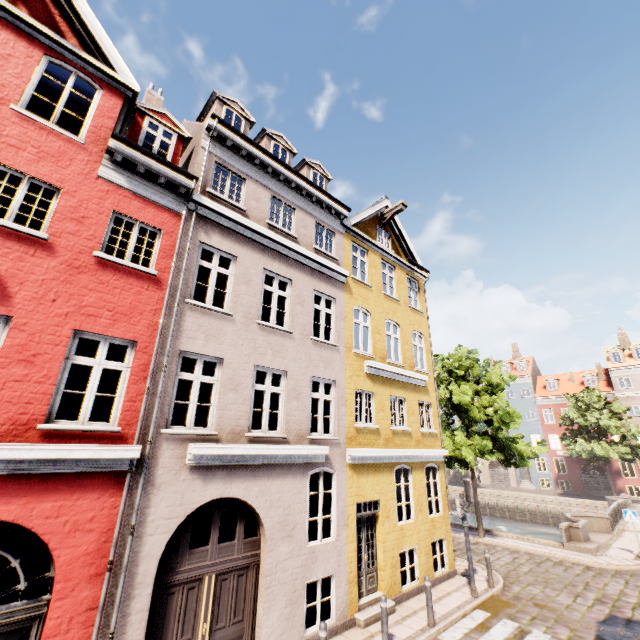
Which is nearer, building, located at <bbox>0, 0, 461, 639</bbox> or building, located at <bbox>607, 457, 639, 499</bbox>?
building, located at <bbox>0, 0, 461, 639</bbox>

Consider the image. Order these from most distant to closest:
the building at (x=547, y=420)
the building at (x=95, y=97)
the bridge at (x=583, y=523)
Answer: the building at (x=547, y=420) < the bridge at (x=583, y=523) < the building at (x=95, y=97)

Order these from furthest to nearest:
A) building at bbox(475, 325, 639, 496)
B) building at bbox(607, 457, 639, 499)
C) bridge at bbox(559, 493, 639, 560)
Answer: building at bbox(475, 325, 639, 496), building at bbox(607, 457, 639, 499), bridge at bbox(559, 493, 639, 560)

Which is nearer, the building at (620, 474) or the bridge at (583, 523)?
the bridge at (583, 523)

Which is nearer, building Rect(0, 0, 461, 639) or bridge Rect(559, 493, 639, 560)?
building Rect(0, 0, 461, 639)

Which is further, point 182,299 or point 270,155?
point 270,155
